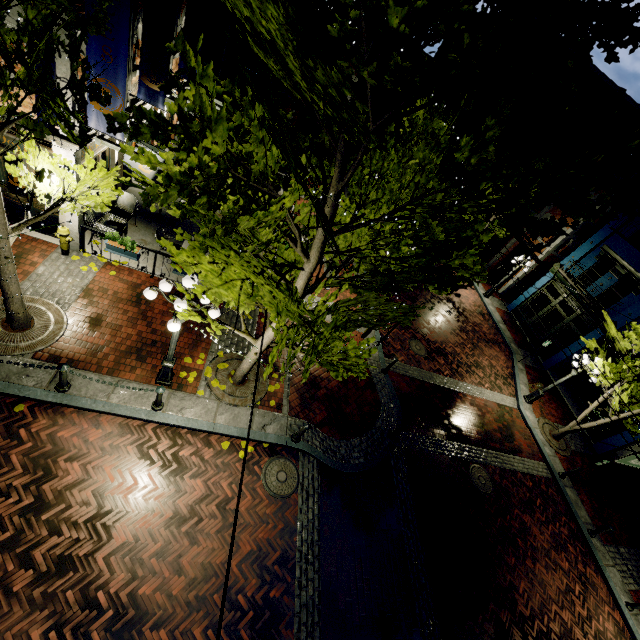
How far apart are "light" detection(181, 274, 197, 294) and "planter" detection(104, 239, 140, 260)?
3.6 meters

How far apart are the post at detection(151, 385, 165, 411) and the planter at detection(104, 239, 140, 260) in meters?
4.4 m

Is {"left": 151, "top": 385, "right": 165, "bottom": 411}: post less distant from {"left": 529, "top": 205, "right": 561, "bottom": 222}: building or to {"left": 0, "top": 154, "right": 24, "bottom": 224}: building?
{"left": 0, "top": 154, "right": 24, "bottom": 224}: building

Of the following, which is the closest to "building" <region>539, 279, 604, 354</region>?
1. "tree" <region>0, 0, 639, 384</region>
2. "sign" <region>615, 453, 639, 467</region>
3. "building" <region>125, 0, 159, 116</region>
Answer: "tree" <region>0, 0, 639, 384</region>

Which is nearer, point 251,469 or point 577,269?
point 251,469

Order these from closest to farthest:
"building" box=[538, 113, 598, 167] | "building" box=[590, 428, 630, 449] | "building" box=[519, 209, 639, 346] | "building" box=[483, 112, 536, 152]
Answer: "building" box=[590, 428, 630, 449], "building" box=[519, 209, 639, 346], "building" box=[538, 113, 598, 167], "building" box=[483, 112, 536, 152]

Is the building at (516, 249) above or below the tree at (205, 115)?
below

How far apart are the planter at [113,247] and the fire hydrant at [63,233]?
0.8m
